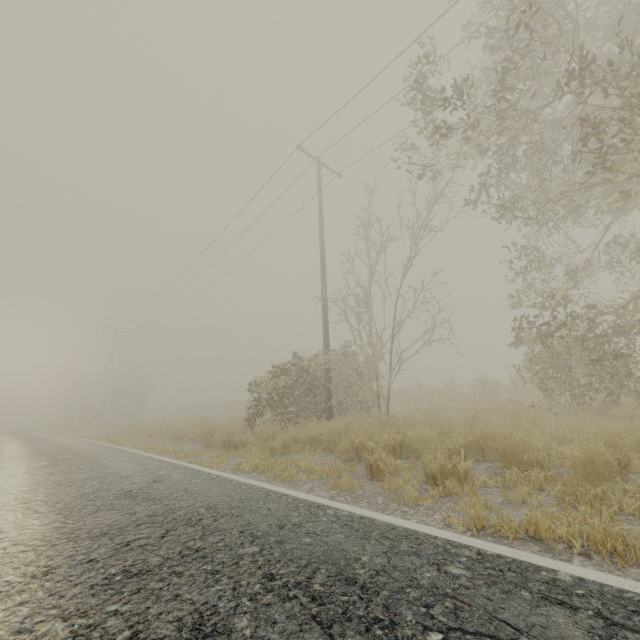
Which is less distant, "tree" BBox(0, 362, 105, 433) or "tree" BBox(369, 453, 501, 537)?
"tree" BBox(369, 453, 501, 537)

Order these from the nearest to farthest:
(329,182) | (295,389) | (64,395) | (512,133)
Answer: (512,133) → (295,389) → (329,182) → (64,395)

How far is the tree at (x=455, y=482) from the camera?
2.9m

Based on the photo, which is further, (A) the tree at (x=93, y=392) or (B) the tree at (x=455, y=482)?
(A) the tree at (x=93, y=392)

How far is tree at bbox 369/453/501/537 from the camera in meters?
2.9

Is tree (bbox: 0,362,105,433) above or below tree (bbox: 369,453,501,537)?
above
